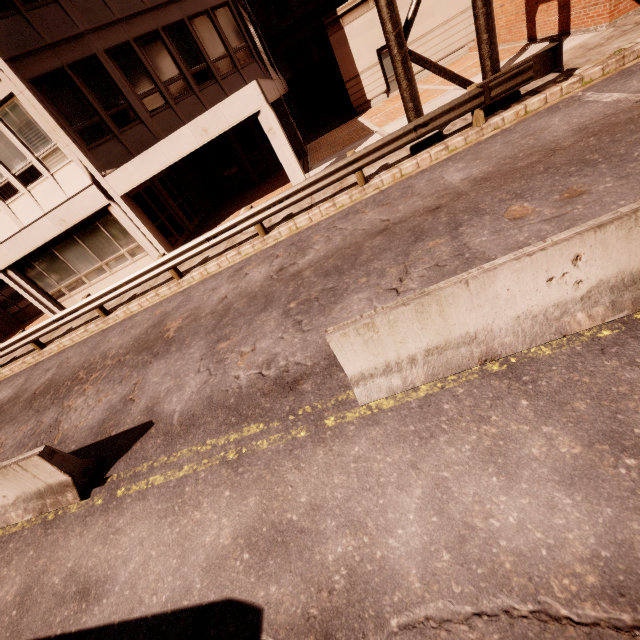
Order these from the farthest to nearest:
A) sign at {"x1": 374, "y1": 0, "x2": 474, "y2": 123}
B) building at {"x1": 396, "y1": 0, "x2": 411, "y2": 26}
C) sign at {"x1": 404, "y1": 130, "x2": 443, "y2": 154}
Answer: building at {"x1": 396, "y1": 0, "x2": 411, "y2": 26} → sign at {"x1": 404, "y1": 130, "x2": 443, "y2": 154} → sign at {"x1": 374, "y1": 0, "x2": 474, "y2": 123}

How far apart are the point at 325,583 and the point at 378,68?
23.6m

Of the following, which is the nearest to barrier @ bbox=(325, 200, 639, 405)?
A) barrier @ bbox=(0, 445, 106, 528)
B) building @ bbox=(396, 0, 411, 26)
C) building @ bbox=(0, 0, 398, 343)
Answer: barrier @ bbox=(0, 445, 106, 528)

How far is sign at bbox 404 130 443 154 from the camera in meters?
9.4 m

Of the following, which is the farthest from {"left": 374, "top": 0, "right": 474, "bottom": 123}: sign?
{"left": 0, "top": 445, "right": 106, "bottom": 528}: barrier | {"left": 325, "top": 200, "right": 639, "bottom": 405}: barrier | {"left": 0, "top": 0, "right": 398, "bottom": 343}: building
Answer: {"left": 0, "top": 445, "right": 106, "bottom": 528}: barrier

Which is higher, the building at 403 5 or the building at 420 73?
the building at 403 5

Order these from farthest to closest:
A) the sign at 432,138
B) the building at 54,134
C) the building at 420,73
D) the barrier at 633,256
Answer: the building at 420,73 → the building at 54,134 → the sign at 432,138 → the barrier at 633,256

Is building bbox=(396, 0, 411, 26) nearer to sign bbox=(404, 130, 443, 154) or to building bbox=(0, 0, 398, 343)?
building bbox=(0, 0, 398, 343)
